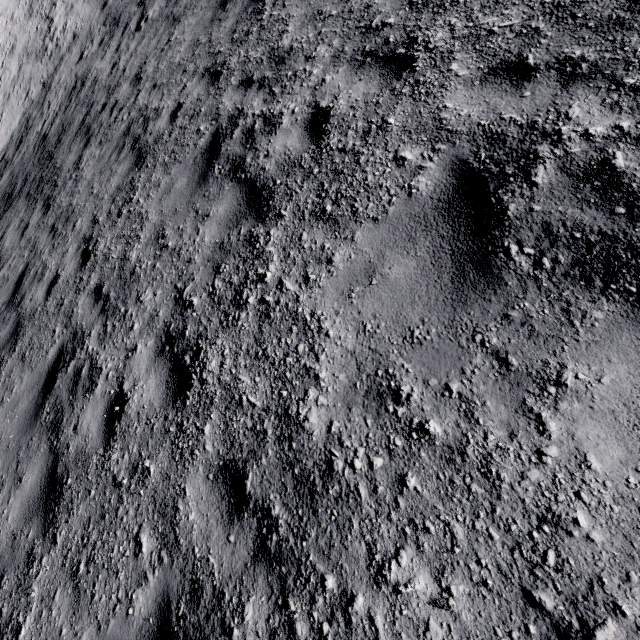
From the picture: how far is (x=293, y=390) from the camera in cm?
258
